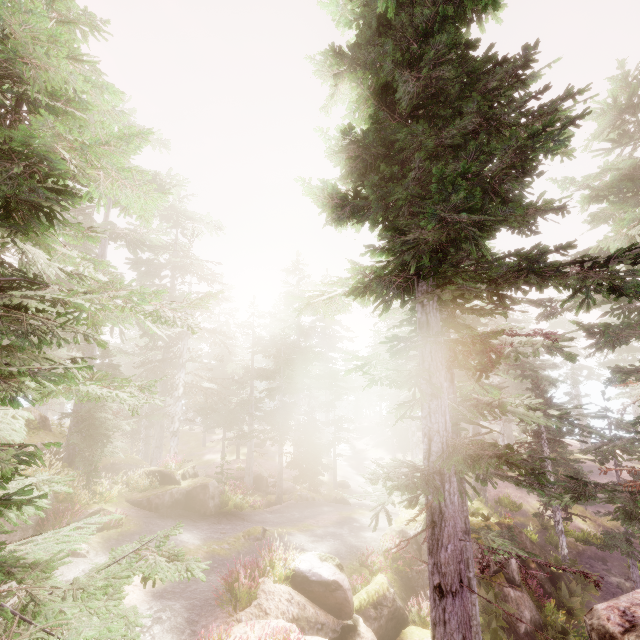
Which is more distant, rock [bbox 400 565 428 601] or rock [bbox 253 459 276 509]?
rock [bbox 253 459 276 509]

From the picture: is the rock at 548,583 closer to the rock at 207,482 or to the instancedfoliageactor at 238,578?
the instancedfoliageactor at 238,578

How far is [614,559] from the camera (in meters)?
21.88

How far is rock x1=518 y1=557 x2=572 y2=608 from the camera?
17.91m

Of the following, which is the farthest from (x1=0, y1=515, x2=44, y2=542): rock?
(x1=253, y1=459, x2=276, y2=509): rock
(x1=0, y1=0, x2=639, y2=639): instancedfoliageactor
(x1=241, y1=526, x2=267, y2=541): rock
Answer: (x1=253, y1=459, x2=276, y2=509): rock

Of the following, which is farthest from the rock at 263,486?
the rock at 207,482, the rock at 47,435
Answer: the rock at 47,435

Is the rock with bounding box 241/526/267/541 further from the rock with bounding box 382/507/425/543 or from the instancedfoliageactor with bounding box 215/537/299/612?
the rock with bounding box 382/507/425/543

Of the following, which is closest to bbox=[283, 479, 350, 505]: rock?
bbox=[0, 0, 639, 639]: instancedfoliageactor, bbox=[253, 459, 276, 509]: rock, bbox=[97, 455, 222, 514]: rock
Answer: bbox=[0, 0, 639, 639]: instancedfoliageactor
